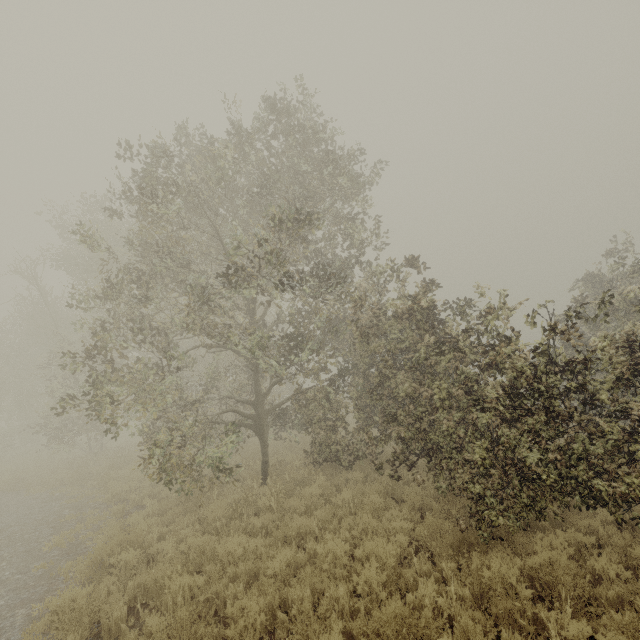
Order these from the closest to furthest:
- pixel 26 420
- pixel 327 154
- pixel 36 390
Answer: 1. pixel 327 154
2. pixel 36 390
3. pixel 26 420
